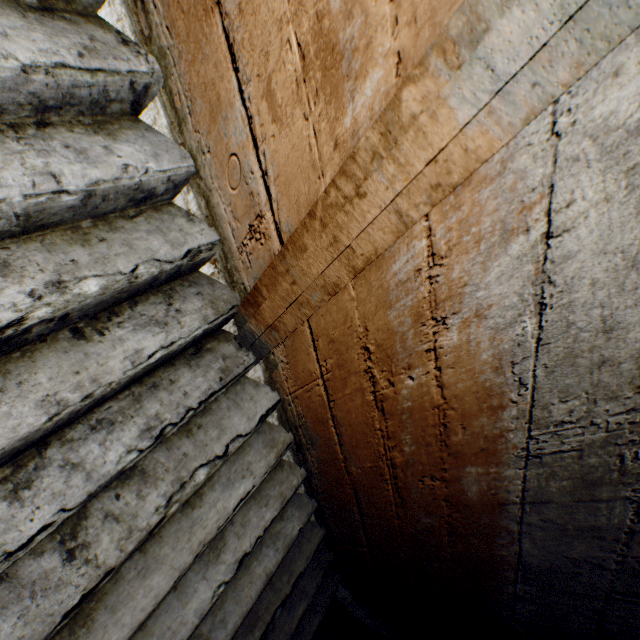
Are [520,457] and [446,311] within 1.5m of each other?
yes
